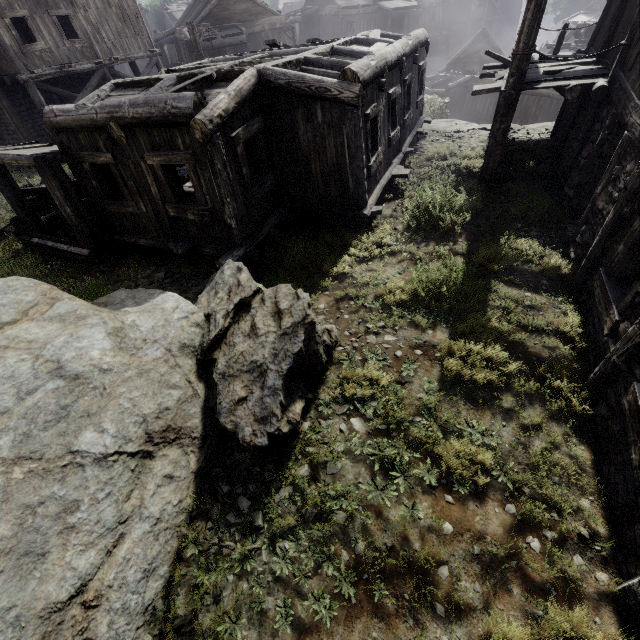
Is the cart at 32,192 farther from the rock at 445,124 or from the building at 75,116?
the rock at 445,124

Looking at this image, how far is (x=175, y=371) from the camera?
4.6 meters

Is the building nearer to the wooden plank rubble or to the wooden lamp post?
the wooden lamp post

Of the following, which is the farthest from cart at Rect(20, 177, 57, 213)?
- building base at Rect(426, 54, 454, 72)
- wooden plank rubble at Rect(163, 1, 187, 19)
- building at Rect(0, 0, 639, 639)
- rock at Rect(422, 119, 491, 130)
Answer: wooden plank rubble at Rect(163, 1, 187, 19)

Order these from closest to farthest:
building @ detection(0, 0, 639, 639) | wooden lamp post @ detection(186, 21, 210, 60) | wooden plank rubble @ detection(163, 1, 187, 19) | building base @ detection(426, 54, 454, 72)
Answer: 1. building @ detection(0, 0, 639, 639)
2. wooden lamp post @ detection(186, 21, 210, 60)
3. building base @ detection(426, 54, 454, 72)
4. wooden plank rubble @ detection(163, 1, 187, 19)

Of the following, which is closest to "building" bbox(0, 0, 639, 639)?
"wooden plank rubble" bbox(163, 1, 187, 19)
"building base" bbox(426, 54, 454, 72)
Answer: "building base" bbox(426, 54, 454, 72)

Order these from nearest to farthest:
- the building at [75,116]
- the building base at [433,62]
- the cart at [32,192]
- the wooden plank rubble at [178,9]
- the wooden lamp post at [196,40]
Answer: the building at [75,116], the cart at [32,192], the wooden lamp post at [196,40], the building base at [433,62], the wooden plank rubble at [178,9]

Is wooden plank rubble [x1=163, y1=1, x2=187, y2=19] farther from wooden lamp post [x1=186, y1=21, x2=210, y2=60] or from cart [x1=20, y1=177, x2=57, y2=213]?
cart [x1=20, y1=177, x2=57, y2=213]
